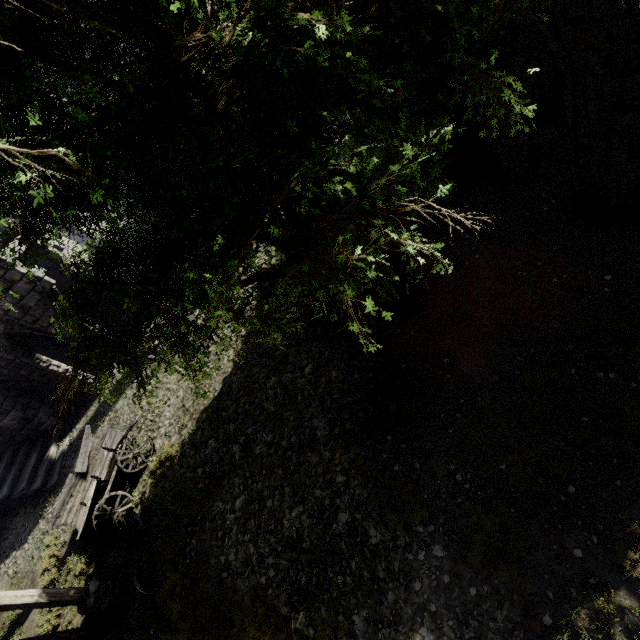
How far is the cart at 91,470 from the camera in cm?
960

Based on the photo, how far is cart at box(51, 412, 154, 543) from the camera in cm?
960

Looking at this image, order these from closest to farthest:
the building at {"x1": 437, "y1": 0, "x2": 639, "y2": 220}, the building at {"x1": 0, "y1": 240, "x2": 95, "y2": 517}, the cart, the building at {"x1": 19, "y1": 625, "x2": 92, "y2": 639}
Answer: the building at {"x1": 437, "y1": 0, "x2": 639, "y2": 220}, the building at {"x1": 19, "y1": 625, "x2": 92, "y2": 639}, the cart, the building at {"x1": 0, "y1": 240, "x2": 95, "y2": 517}

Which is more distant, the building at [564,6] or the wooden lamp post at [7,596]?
the wooden lamp post at [7,596]

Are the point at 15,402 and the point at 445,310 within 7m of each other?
no

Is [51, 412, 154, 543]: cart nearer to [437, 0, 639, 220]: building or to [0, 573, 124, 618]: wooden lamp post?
[0, 573, 124, 618]: wooden lamp post

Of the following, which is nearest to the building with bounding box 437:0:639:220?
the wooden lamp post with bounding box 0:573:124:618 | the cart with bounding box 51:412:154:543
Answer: the wooden lamp post with bounding box 0:573:124:618
